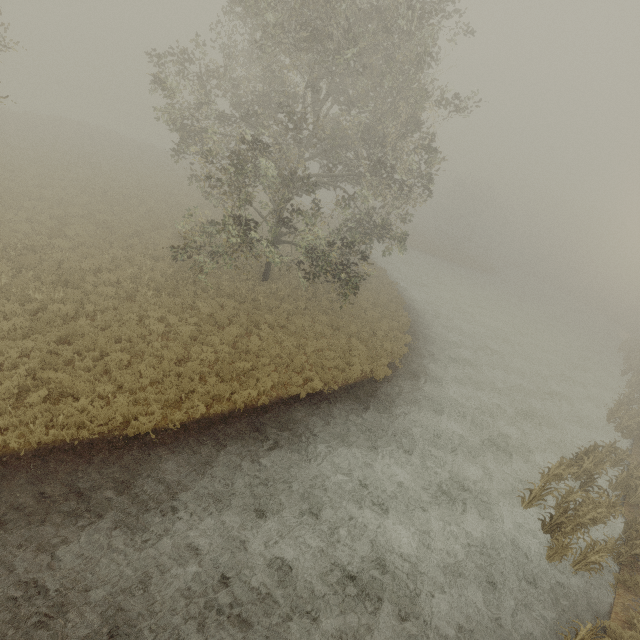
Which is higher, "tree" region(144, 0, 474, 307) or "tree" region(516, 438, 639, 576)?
"tree" region(144, 0, 474, 307)

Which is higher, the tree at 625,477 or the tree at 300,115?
the tree at 300,115

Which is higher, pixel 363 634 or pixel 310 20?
pixel 310 20

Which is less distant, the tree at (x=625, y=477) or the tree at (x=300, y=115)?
the tree at (x=625, y=477)

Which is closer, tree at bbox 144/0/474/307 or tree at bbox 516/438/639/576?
tree at bbox 516/438/639/576
